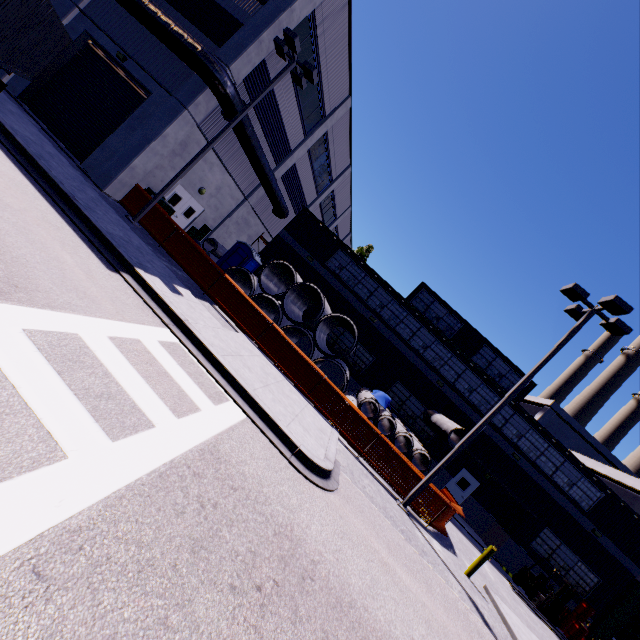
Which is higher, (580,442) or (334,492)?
(580,442)

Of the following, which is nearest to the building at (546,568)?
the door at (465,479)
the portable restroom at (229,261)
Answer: the door at (465,479)

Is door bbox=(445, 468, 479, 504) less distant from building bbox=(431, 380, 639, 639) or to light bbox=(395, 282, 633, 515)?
building bbox=(431, 380, 639, 639)

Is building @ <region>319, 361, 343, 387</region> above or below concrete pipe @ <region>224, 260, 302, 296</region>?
below

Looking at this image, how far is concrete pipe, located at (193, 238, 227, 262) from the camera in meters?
19.7 m

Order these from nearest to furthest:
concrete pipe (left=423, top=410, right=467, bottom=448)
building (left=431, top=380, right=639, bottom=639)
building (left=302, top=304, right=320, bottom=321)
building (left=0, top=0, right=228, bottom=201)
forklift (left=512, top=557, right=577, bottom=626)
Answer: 1. building (left=0, top=0, right=228, bottom=201)
2. concrete pipe (left=423, top=410, right=467, bottom=448)
3. forklift (left=512, top=557, right=577, bottom=626)
4. building (left=431, top=380, right=639, bottom=639)
5. building (left=302, top=304, right=320, bottom=321)

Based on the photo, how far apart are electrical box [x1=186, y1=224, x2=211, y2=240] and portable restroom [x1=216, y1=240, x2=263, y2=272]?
2.97m

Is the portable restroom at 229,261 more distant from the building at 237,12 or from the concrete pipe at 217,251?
the building at 237,12
